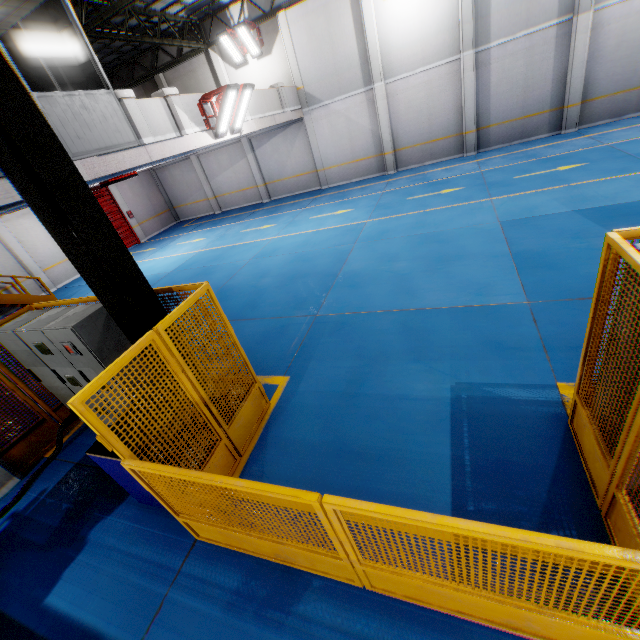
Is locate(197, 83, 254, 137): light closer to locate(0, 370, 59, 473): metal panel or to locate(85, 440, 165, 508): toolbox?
locate(0, 370, 59, 473): metal panel

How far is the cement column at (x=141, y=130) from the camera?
7.6m

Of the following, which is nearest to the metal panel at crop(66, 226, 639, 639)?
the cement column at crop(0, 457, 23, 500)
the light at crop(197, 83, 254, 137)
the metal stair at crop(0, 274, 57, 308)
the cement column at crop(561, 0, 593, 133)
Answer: the cement column at crop(0, 457, 23, 500)

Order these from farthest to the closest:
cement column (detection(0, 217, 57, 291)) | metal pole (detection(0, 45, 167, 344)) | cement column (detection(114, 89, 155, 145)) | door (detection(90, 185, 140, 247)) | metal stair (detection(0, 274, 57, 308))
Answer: door (detection(90, 185, 140, 247)), cement column (detection(0, 217, 57, 291)), metal stair (detection(0, 274, 57, 308)), cement column (detection(114, 89, 155, 145)), metal pole (detection(0, 45, 167, 344))

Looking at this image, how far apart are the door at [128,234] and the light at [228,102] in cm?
1176

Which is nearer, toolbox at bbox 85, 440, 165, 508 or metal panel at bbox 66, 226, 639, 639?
metal panel at bbox 66, 226, 639, 639

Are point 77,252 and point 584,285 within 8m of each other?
yes

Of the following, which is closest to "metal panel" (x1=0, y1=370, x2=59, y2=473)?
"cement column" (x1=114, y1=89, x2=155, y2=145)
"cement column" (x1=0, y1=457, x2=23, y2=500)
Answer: "cement column" (x1=0, y1=457, x2=23, y2=500)
